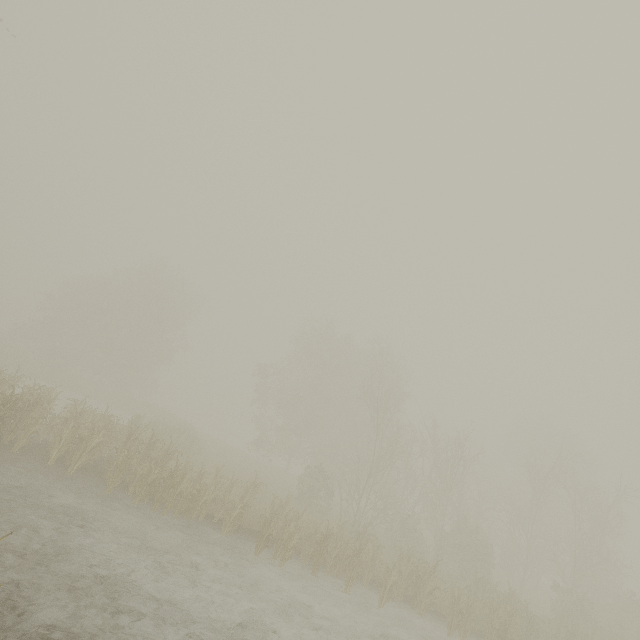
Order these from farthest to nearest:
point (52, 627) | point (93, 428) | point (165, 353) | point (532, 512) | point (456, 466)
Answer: point (165, 353) → point (532, 512) → point (456, 466) → point (93, 428) → point (52, 627)
